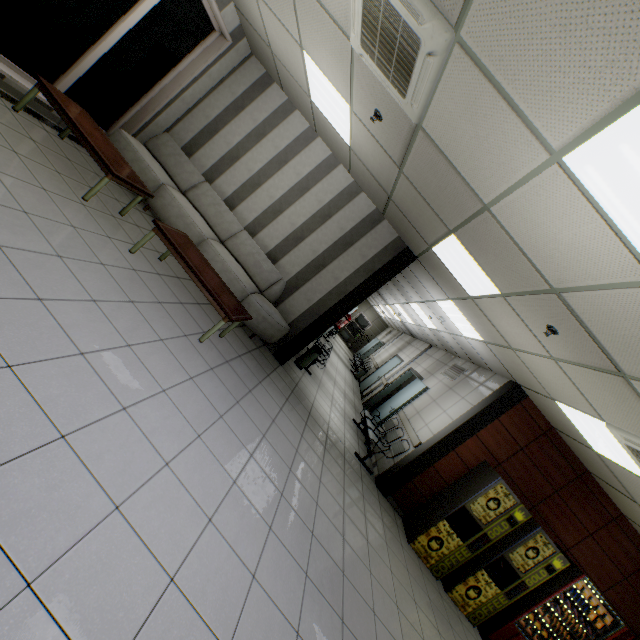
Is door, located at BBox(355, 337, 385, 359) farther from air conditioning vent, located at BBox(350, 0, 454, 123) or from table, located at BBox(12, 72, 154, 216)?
air conditioning vent, located at BBox(350, 0, 454, 123)

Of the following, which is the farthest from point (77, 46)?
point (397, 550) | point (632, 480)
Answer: point (632, 480)

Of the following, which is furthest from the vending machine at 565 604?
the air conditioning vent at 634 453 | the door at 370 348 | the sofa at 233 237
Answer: the door at 370 348

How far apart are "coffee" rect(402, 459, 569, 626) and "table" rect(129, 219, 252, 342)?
4.6 meters

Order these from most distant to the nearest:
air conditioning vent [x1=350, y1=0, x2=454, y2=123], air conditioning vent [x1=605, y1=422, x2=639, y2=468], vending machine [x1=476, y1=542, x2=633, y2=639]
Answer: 1. vending machine [x1=476, y1=542, x2=633, y2=639]
2. air conditioning vent [x1=605, y1=422, x2=639, y2=468]
3. air conditioning vent [x1=350, y1=0, x2=454, y2=123]

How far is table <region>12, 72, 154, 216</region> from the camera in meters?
3.9

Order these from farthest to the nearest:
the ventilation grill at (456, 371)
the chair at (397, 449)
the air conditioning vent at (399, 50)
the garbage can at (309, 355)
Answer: the ventilation grill at (456, 371) < the garbage can at (309, 355) < the chair at (397, 449) < the air conditioning vent at (399, 50)

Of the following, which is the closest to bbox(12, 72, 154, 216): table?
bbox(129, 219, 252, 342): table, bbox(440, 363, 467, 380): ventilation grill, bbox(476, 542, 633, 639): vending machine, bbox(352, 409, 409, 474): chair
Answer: bbox(129, 219, 252, 342): table
